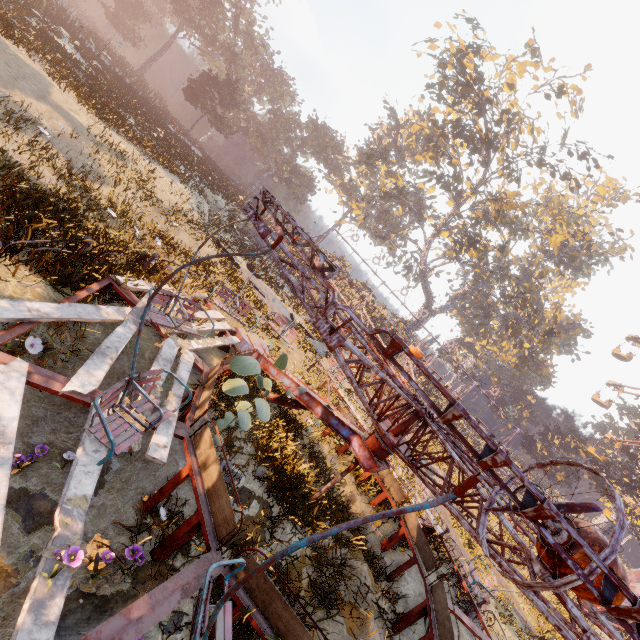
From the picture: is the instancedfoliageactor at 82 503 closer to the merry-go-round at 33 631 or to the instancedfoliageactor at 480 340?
the merry-go-round at 33 631

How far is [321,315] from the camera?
2.21m

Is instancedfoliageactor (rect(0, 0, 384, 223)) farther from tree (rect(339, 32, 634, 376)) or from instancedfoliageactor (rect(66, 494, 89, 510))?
tree (rect(339, 32, 634, 376))

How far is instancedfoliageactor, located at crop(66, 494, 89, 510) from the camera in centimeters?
301cm

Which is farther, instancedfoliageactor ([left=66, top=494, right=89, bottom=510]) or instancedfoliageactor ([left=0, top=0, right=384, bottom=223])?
instancedfoliageactor ([left=0, top=0, right=384, bottom=223])

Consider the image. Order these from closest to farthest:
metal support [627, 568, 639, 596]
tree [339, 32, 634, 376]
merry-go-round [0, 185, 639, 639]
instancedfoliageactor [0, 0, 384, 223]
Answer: merry-go-round [0, 185, 639, 639], instancedfoliageactor [0, 0, 384, 223], metal support [627, 568, 639, 596], tree [339, 32, 634, 376]

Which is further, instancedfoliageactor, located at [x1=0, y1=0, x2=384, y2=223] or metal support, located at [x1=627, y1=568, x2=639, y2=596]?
metal support, located at [x1=627, y1=568, x2=639, y2=596]

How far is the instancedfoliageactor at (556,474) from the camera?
44.9m
